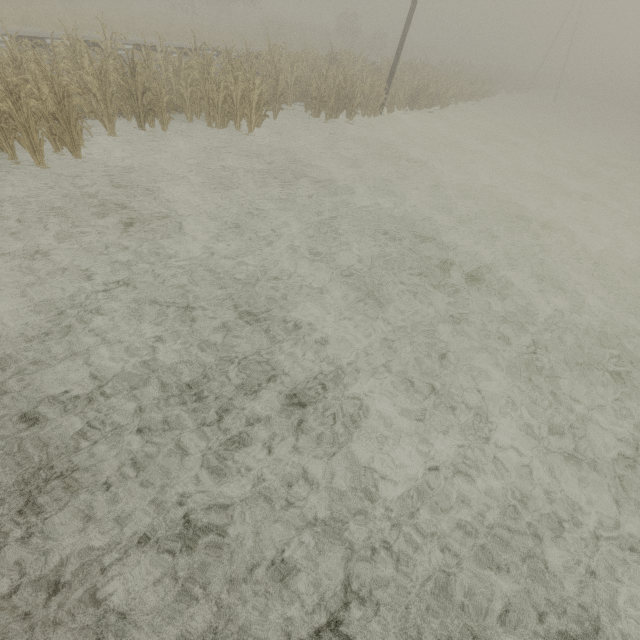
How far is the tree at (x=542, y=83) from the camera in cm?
4774

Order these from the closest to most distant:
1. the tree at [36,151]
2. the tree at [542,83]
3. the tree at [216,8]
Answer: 1. the tree at [36,151]
2. the tree at [216,8]
3. the tree at [542,83]

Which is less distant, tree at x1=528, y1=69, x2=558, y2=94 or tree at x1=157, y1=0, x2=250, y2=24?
tree at x1=157, y1=0, x2=250, y2=24

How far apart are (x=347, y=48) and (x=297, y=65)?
7.2 meters

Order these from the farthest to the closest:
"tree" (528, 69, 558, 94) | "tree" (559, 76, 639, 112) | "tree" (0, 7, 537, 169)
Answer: "tree" (559, 76, 639, 112) < "tree" (528, 69, 558, 94) < "tree" (0, 7, 537, 169)

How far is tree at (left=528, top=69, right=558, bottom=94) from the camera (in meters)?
47.74
